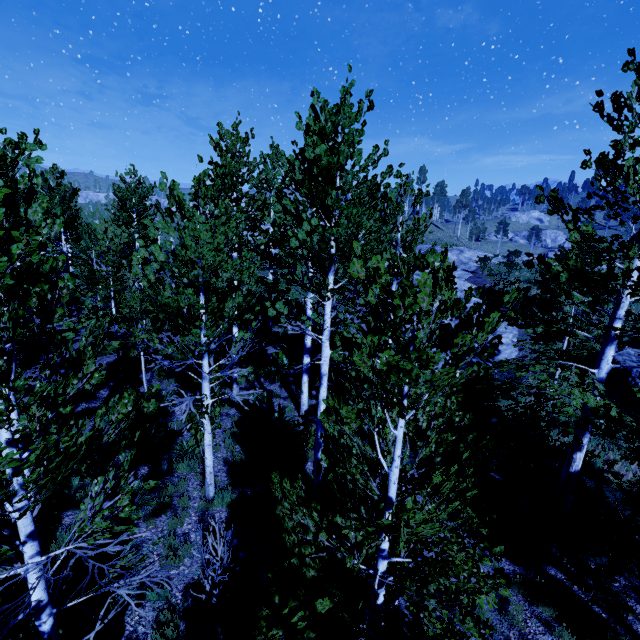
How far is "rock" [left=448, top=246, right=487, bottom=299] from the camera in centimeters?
2545cm

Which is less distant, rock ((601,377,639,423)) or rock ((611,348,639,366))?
rock ((601,377,639,423))

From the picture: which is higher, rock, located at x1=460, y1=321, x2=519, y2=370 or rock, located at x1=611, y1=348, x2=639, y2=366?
rock, located at x1=611, y1=348, x2=639, y2=366

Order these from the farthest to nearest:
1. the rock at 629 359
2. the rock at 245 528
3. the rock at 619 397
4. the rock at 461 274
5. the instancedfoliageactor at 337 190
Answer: the rock at 461 274 → the rock at 629 359 → the rock at 619 397 → the rock at 245 528 → the instancedfoliageactor at 337 190

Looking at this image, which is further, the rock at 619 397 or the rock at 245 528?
the rock at 619 397

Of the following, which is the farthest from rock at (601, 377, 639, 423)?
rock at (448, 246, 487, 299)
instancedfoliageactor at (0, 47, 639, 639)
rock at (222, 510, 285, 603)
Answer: rock at (222, 510, 285, 603)

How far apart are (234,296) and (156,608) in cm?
889

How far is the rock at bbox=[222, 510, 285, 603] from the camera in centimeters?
611cm
